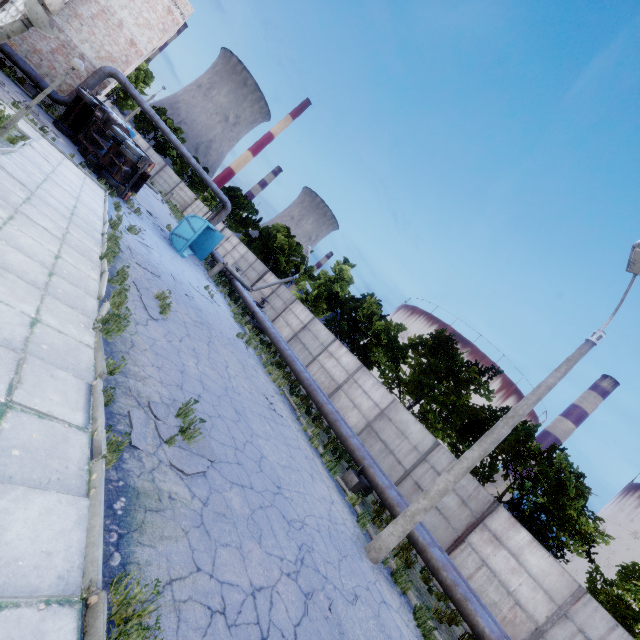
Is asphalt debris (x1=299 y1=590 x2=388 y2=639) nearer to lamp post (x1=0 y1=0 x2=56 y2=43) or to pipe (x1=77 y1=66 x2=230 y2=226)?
lamp post (x1=0 y1=0 x2=56 y2=43)

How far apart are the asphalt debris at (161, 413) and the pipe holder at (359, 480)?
7.2 meters

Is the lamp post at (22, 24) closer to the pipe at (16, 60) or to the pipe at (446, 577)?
the pipe at (16, 60)

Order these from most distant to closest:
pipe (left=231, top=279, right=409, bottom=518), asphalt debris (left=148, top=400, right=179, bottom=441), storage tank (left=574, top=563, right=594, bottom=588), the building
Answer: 1. storage tank (left=574, top=563, right=594, bottom=588)
2. the building
3. pipe (left=231, top=279, right=409, bottom=518)
4. asphalt debris (left=148, top=400, right=179, bottom=441)

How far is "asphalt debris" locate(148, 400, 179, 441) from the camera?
5.4 meters

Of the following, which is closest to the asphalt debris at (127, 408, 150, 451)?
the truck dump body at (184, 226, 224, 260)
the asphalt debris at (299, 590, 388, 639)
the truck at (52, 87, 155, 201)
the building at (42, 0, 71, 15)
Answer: the asphalt debris at (299, 590, 388, 639)

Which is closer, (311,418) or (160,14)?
(311,418)
